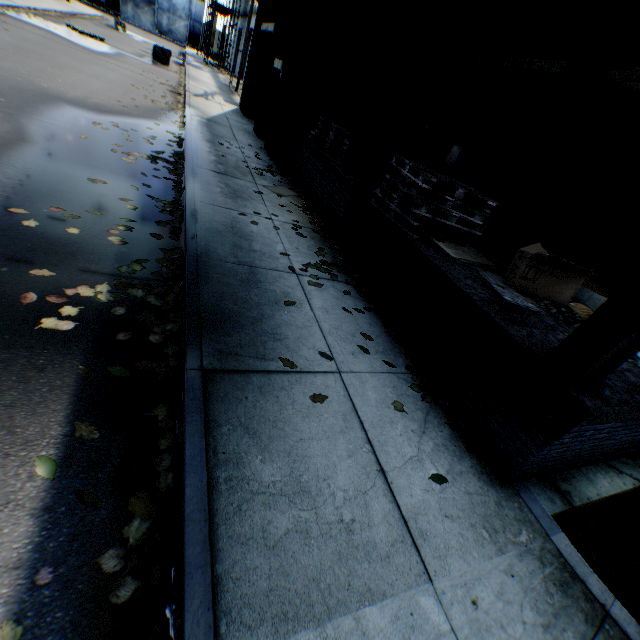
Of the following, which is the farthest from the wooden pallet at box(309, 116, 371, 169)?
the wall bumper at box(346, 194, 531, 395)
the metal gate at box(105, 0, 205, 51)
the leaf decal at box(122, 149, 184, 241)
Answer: the metal gate at box(105, 0, 205, 51)

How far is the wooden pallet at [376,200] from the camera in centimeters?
452cm

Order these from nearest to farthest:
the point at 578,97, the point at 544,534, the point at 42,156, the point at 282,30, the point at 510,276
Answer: the point at 544,534 → the point at 510,276 → the point at 42,156 → the point at 578,97 → the point at 282,30

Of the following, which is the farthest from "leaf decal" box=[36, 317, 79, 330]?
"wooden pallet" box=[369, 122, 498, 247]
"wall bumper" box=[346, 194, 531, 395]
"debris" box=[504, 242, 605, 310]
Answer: "debris" box=[504, 242, 605, 310]

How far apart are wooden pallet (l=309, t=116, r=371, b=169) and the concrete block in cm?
1904

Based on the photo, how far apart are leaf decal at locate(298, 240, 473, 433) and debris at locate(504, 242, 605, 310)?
1.55m

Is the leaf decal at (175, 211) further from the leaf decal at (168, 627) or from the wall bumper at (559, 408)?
the wall bumper at (559, 408)

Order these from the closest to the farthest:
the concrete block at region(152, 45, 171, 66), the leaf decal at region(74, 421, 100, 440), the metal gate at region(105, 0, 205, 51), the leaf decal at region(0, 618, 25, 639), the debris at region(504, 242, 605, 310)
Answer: the leaf decal at region(0, 618, 25, 639), the leaf decal at region(74, 421, 100, 440), the debris at region(504, 242, 605, 310), the concrete block at region(152, 45, 171, 66), the metal gate at region(105, 0, 205, 51)
